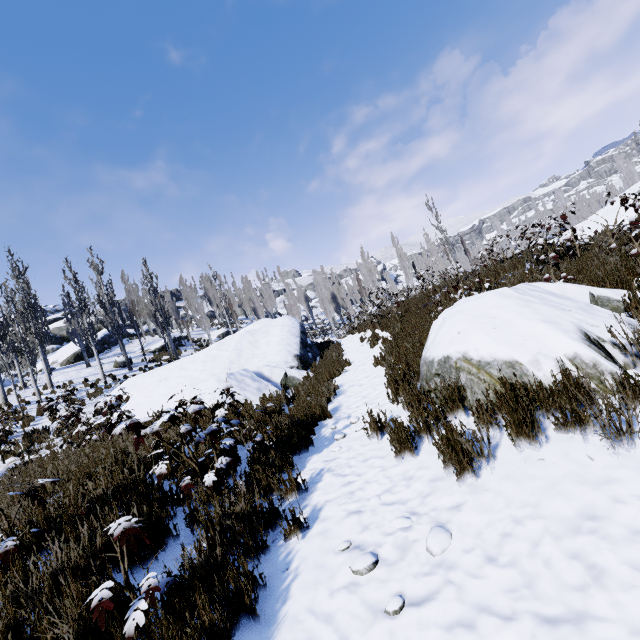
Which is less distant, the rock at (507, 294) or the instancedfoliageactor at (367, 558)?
the instancedfoliageactor at (367, 558)

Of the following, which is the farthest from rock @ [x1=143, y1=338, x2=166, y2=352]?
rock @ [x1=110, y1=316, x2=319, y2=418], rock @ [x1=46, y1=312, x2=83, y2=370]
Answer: rock @ [x1=110, y1=316, x2=319, y2=418]

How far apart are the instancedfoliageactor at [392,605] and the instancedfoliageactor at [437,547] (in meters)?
0.38

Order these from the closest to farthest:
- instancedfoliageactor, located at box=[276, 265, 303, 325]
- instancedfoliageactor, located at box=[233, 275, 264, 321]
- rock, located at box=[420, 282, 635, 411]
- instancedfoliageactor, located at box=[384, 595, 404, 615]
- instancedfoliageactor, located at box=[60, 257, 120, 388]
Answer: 1. instancedfoliageactor, located at box=[384, 595, 404, 615]
2. rock, located at box=[420, 282, 635, 411]
3. instancedfoliageactor, located at box=[60, 257, 120, 388]
4. instancedfoliageactor, located at box=[276, 265, 303, 325]
5. instancedfoliageactor, located at box=[233, 275, 264, 321]

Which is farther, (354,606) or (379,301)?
(379,301)

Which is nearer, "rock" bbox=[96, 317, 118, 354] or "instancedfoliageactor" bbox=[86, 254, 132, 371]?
"instancedfoliageactor" bbox=[86, 254, 132, 371]

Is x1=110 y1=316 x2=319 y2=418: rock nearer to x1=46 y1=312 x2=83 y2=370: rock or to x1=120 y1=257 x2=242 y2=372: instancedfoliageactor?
x1=120 y1=257 x2=242 y2=372: instancedfoliageactor
